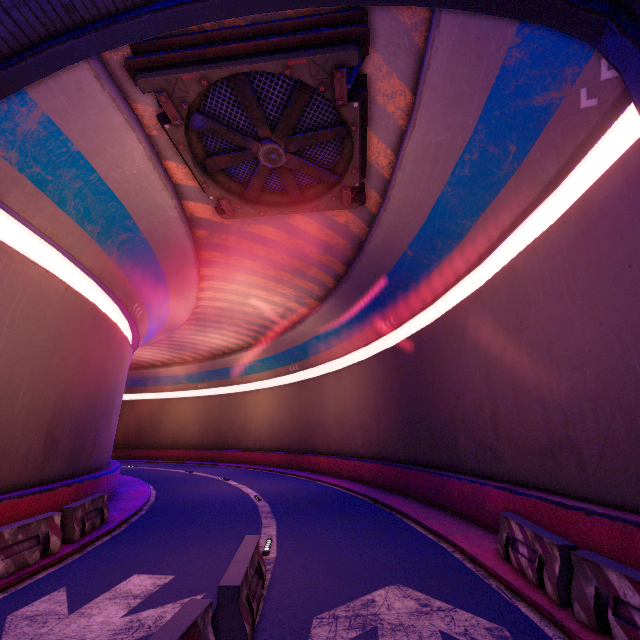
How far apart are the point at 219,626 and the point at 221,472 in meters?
25.0

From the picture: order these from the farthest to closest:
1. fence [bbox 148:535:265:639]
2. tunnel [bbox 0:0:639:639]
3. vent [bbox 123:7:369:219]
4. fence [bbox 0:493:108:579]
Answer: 1. vent [bbox 123:7:369:219]
2. fence [bbox 0:493:108:579]
3. tunnel [bbox 0:0:639:639]
4. fence [bbox 148:535:265:639]

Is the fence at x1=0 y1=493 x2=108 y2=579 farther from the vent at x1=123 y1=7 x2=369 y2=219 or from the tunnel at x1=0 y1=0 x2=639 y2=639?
the vent at x1=123 y1=7 x2=369 y2=219

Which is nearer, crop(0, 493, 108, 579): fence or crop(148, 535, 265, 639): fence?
crop(148, 535, 265, 639): fence

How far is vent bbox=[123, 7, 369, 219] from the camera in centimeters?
736cm

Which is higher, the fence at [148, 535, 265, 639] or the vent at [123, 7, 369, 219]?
the vent at [123, 7, 369, 219]

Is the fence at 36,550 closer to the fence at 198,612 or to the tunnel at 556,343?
the tunnel at 556,343

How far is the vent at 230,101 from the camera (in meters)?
7.36
